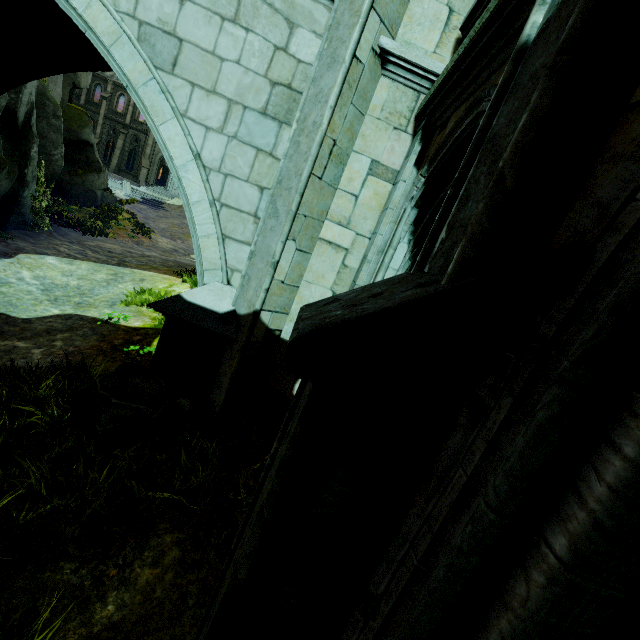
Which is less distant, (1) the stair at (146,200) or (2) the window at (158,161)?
(1) the stair at (146,200)

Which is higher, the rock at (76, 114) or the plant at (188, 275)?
the rock at (76, 114)

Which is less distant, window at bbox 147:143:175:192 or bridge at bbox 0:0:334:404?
bridge at bbox 0:0:334:404

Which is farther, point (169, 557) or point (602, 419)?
point (169, 557)

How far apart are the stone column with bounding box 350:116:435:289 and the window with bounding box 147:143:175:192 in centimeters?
4158cm

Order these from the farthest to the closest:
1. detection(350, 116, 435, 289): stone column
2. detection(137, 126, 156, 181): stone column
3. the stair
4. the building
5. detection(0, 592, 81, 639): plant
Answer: detection(137, 126, 156, 181): stone column, the stair, detection(350, 116, 435, 289): stone column, detection(0, 592, 81, 639): plant, the building

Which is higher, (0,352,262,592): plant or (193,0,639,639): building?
(193,0,639,639): building

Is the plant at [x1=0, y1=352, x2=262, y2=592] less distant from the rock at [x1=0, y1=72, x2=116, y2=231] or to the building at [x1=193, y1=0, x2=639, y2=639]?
the building at [x1=193, y1=0, x2=639, y2=639]
